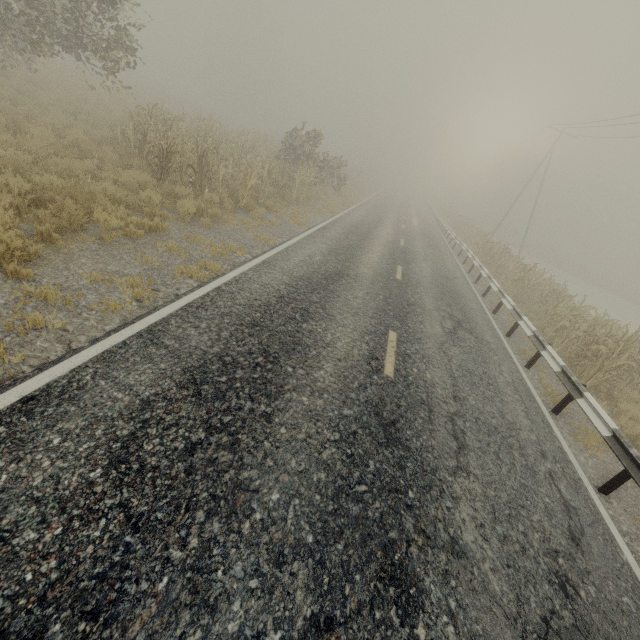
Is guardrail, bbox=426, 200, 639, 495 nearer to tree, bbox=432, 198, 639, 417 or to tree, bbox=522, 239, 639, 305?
tree, bbox=432, 198, 639, 417

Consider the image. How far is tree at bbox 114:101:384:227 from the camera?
10.4m

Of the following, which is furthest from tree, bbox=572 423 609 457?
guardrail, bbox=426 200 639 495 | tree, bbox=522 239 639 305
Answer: guardrail, bbox=426 200 639 495

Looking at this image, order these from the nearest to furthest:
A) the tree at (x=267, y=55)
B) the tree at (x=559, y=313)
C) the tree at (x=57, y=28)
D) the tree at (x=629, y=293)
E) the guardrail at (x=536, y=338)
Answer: the guardrail at (x=536, y=338), the tree at (x=559, y=313), the tree at (x=57, y=28), the tree at (x=629, y=293), the tree at (x=267, y=55)

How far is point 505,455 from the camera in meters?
4.9 m

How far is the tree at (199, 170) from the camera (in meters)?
10.41

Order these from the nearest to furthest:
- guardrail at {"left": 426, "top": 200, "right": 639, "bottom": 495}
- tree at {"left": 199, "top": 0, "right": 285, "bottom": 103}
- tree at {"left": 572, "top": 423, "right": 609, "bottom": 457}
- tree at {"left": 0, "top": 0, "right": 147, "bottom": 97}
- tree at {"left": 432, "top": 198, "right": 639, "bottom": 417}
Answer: guardrail at {"left": 426, "top": 200, "right": 639, "bottom": 495} < tree at {"left": 572, "top": 423, "right": 609, "bottom": 457} < tree at {"left": 432, "top": 198, "right": 639, "bottom": 417} < tree at {"left": 0, "top": 0, "right": 147, "bottom": 97} < tree at {"left": 199, "top": 0, "right": 285, "bottom": 103}

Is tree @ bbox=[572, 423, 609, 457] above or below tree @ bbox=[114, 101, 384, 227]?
below
